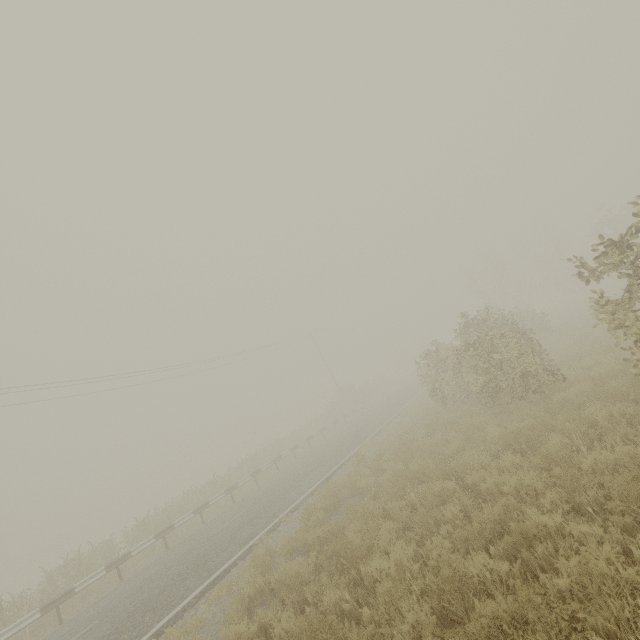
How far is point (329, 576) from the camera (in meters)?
6.24

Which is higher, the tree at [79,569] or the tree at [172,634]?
the tree at [79,569]

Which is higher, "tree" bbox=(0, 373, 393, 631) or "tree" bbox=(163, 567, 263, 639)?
"tree" bbox=(0, 373, 393, 631)

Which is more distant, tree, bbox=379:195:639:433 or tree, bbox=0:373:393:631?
tree, bbox=0:373:393:631
